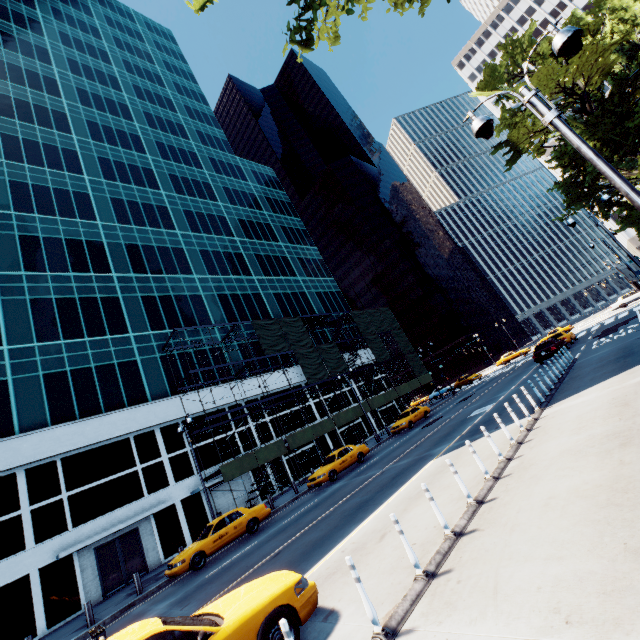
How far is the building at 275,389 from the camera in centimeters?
3378cm

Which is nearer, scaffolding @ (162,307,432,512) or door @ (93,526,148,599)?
door @ (93,526,148,599)

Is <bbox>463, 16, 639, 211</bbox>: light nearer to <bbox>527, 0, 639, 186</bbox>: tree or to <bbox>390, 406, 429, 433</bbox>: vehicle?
<bbox>527, 0, 639, 186</bbox>: tree

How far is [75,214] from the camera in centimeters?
3164cm

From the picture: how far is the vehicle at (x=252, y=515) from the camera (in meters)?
14.34

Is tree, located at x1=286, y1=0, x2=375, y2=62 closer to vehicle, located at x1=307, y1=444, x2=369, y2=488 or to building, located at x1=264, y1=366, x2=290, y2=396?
vehicle, located at x1=307, y1=444, x2=369, y2=488

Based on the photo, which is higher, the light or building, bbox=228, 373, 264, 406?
building, bbox=228, 373, 264, 406

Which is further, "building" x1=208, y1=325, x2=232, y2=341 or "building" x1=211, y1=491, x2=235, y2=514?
"building" x1=208, y1=325, x2=232, y2=341
